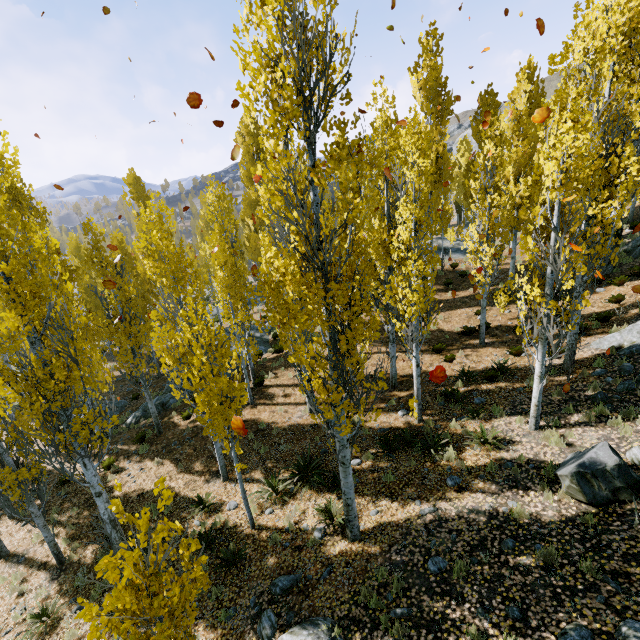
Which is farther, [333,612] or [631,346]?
[631,346]

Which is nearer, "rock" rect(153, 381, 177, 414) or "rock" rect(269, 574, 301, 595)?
"rock" rect(269, 574, 301, 595)

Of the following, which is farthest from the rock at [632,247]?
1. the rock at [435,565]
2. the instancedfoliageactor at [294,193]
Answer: the rock at [435,565]

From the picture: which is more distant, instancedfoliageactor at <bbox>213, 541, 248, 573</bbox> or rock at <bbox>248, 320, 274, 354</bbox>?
rock at <bbox>248, 320, 274, 354</bbox>

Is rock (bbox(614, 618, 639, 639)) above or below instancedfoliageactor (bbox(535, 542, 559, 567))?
above

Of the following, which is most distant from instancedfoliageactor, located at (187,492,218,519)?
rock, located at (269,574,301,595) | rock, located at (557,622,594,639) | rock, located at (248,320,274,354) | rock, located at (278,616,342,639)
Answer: rock, located at (557,622,594,639)

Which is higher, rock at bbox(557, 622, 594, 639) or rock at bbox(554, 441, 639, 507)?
rock at bbox(554, 441, 639, 507)
